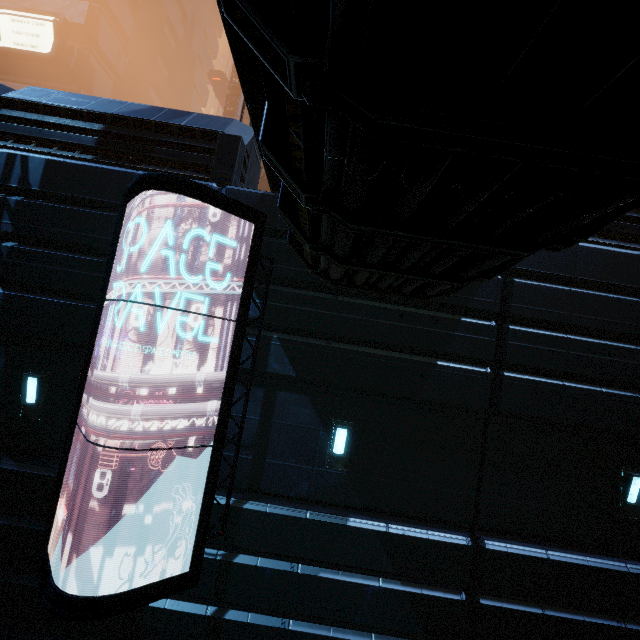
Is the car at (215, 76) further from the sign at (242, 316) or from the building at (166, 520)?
the sign at (242, 316)

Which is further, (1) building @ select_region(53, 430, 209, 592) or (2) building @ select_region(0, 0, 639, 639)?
(1) building @ select_region(53, 430, 209, 592)

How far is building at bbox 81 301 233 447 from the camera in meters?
6.2 m

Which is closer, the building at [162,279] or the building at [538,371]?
the building at [538,371]

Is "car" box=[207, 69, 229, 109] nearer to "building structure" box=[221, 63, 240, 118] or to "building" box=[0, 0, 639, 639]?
"building" box=[0, 0, 639, 639]

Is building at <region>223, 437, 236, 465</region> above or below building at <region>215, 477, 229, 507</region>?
above

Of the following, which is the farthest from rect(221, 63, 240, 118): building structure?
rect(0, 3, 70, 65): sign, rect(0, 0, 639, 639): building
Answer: rect(0, 3, 70, 65): sign

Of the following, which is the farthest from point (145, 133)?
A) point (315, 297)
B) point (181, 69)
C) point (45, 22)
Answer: point (181, 69)
